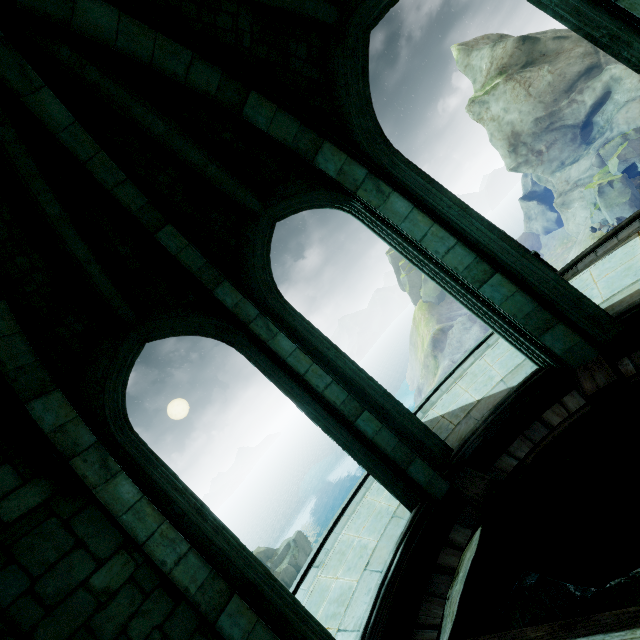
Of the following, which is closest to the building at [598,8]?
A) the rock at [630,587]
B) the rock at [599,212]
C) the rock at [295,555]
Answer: the rock at [630,587]

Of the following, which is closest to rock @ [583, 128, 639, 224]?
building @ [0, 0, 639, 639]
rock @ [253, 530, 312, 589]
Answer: building @ [0, 0, 639, 639]

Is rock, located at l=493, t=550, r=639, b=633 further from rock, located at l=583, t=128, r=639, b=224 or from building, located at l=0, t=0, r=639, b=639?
rock, located at l=583, t=128, r=639, b=224

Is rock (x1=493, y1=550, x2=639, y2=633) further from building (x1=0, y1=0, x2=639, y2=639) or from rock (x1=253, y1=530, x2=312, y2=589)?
rock (x1=253, y1=530, x2=312, y2=589)

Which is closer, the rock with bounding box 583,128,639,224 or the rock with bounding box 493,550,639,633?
the rock with bounding box 493,550,639,633

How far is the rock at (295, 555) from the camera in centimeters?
4188cm

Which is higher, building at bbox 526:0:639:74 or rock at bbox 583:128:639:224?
building at bbox 526:0:639:74

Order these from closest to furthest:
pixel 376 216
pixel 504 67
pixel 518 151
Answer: pixel 376 216, pixel 504 67, pixel 518 151
